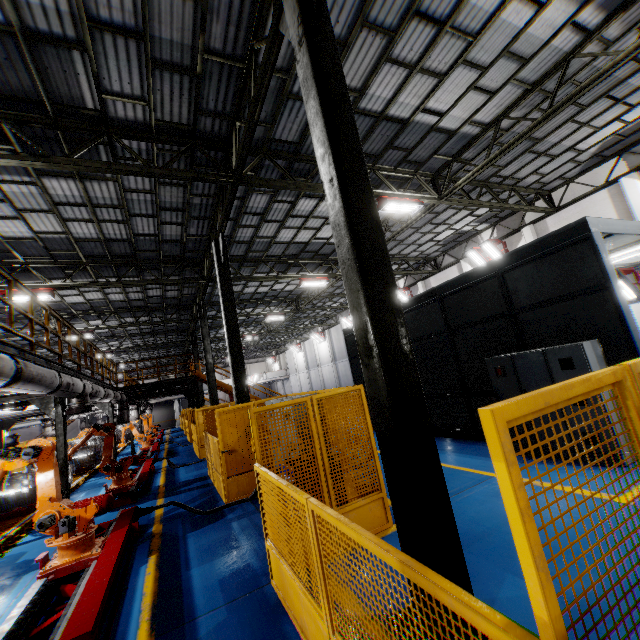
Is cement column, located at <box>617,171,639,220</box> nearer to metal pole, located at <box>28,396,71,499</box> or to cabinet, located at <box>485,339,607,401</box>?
cabinet, located at <box>485,339,607,401</box>

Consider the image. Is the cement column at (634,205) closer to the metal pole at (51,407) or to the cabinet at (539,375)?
the cabinet at (539,375)

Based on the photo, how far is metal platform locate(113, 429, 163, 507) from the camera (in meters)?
9.41

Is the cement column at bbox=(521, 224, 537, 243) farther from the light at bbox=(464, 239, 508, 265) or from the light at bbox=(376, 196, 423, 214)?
the light at bbox=(376, 196, 423, 214)

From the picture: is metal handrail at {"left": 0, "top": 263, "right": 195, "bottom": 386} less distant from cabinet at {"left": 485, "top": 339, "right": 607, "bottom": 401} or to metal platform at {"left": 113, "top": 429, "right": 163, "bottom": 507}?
metal platform at {"left": 113, "top": 429, "right": 163, "bottom": 507}

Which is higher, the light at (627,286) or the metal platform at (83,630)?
the light at (627,286)

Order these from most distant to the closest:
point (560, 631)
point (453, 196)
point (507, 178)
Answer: point (453, 196) → point (507, 178) → point (560, 631)

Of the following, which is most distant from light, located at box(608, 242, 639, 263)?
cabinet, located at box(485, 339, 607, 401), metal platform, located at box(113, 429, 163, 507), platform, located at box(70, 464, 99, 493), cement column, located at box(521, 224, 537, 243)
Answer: platform, located at box(70, 464, 99, 493)
